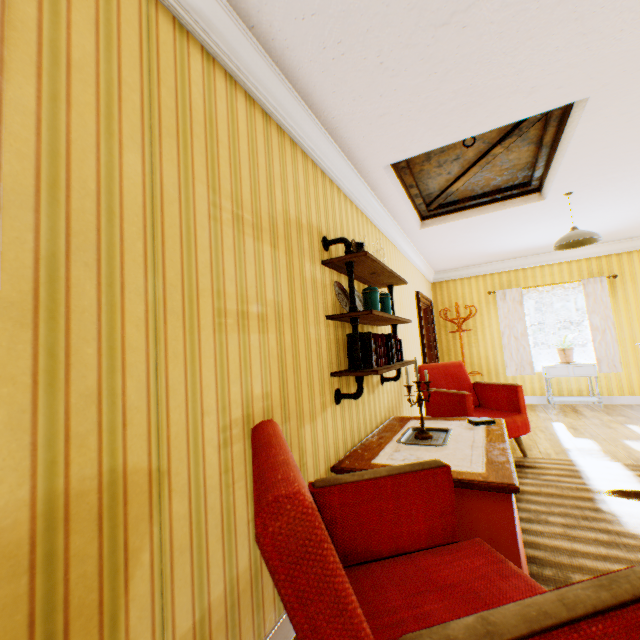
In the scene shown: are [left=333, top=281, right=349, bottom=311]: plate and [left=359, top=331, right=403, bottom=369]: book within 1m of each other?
yes

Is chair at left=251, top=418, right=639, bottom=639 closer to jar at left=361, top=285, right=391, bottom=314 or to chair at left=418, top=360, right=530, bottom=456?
jar at left=361, top=285, right=391, bottom=314

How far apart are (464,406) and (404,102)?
3.0m

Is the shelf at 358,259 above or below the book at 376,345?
above

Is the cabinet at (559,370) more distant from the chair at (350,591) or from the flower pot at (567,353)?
the chair at (350,591)

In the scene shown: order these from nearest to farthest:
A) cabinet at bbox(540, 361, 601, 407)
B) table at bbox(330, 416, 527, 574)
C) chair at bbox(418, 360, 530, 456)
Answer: table at bbox(330, 416, 527, 574) → chair at bbox(418, 360, 530, 456) → cabinet at bbox(540, 361, 601, 407)

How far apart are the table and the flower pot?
4.26m

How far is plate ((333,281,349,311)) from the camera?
2.6 meters
